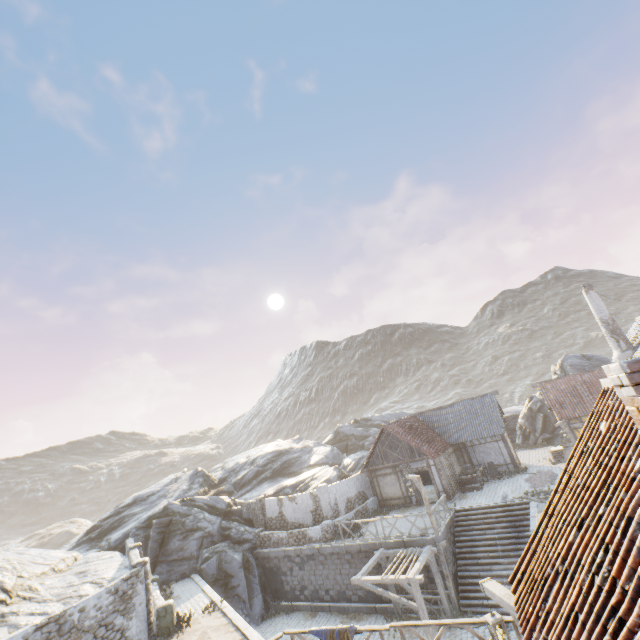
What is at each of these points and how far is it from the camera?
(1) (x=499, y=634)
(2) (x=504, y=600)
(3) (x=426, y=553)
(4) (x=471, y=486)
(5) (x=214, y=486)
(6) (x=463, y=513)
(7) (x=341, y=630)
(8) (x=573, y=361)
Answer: (1) street light, 6.2m
(2) street light, 5.8m
(3) awning, 15.9m
(4) wagon, 22.9m
(5) rock, 34.6m
(6) stairs, 19.7m
(7) fabric, 9.3m
(8) rock, 31.8m

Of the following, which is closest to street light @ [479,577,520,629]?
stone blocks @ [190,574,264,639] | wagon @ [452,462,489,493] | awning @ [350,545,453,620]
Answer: stone blocks @ [190,574,264,639]

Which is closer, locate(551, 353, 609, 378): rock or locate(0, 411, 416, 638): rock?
locate(0, 411, 416, 638): rock

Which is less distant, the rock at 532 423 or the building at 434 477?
the building at 434 477

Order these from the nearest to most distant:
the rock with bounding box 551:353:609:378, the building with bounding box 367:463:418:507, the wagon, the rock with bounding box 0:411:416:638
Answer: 1. the rock with bounding box 0:411:416:638
2. the wagon
3. the building with bounding box 367:463:418:507
4. the rock with bounding box 551:353:609:378

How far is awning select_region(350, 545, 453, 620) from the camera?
14.05m

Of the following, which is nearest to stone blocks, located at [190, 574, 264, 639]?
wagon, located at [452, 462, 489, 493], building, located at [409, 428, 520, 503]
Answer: building, located at [409, 428, 520, 503]

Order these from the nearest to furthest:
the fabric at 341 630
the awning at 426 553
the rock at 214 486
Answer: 1. the fabric at 341 630
2. the awning at 426 553
3. the rock at 214 486
